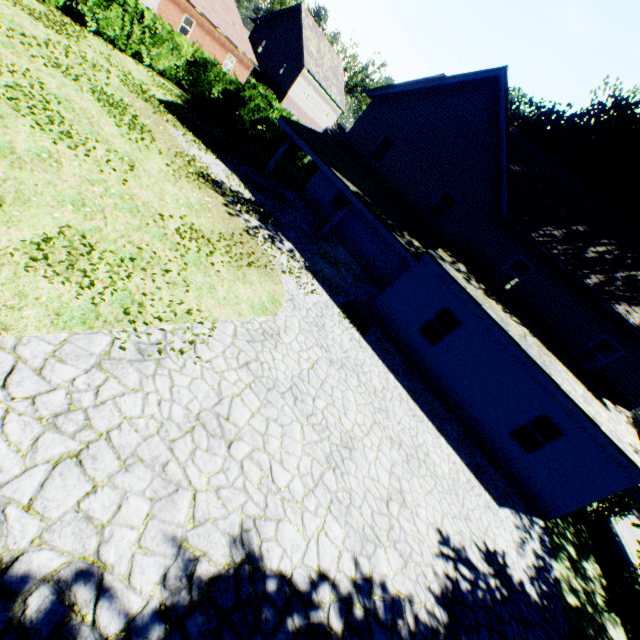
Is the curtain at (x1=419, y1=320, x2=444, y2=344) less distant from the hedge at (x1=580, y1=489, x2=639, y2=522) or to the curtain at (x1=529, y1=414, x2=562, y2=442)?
the curtain at (x1=529, y1=414, x2=562, y2=442)

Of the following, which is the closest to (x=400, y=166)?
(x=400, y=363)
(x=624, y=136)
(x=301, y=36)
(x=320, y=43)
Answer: (x=400, y=363)

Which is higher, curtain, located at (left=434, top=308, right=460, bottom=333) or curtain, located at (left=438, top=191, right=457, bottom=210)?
curtain, located at (left=438, top=191, right=457, bottom=210)

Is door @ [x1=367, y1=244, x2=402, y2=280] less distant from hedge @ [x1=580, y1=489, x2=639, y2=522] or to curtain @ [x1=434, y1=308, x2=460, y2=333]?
curtain @ [x1=434, y1=308, x2=460, y2=333]

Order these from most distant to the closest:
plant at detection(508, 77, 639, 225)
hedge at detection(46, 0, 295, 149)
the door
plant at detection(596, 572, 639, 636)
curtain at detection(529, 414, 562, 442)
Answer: plant at detection(508, 77, 639, 225), the door, hedge at detection(46, 0, 295, 149), curtain at detection(529, 414, 562, 442), plant at detection(596, 572, 639, 636)

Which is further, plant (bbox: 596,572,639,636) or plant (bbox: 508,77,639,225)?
plant (bbox: 508,77,639,225)

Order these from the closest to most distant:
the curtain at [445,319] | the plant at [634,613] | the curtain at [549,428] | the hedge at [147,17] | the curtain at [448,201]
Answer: the plant at [634,613]
the curtain at [549,428]
the curtain at [445,319]
the hedge at [147,17]
the curtain at [448,201]

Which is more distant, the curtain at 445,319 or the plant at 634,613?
the curtain at 445,319
